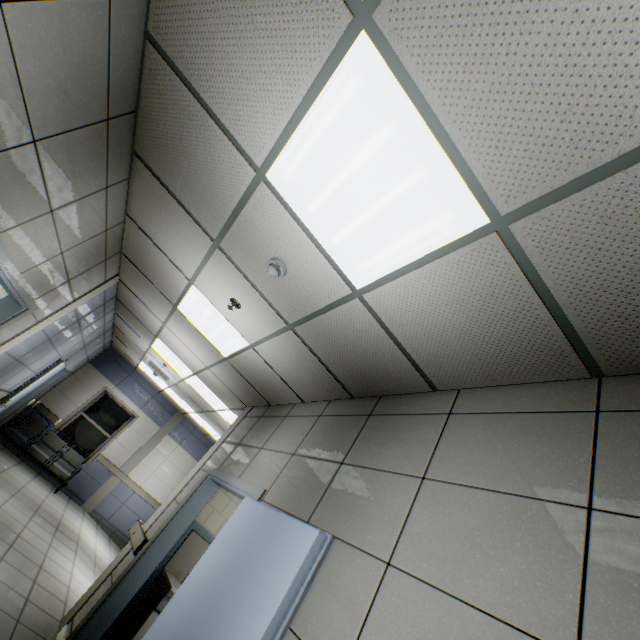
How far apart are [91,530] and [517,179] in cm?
1056

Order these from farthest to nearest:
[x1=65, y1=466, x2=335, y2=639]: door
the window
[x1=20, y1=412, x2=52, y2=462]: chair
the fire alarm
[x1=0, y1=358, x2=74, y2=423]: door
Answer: the window < [x1=20, y1=412, x2=52, y2=462]: chair < [x1=0, y1=358, x2=74, y2=423]: door < the fire alarm < [x1=65, y1=466, x2=335, y2=639]: door

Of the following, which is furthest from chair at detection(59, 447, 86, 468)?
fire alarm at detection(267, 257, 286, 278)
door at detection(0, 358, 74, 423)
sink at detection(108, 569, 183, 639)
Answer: fire alarm at detection(267, 257, 286, 278)

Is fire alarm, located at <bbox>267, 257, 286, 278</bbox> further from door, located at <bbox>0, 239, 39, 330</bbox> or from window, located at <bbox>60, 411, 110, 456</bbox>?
window, located at <bbox>60, 411, 110, 456</bbox>

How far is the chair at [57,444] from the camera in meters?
8.4 m

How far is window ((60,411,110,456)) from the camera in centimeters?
893cm

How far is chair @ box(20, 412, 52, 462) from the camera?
7.9m

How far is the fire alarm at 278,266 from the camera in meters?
2.5 m
